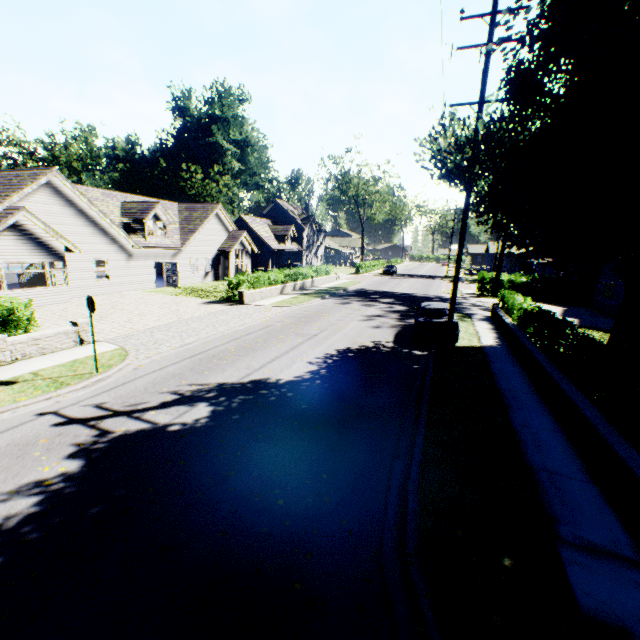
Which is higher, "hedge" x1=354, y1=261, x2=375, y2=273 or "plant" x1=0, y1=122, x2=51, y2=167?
"plant" x1=0, y1=122, x2=51, y2=167

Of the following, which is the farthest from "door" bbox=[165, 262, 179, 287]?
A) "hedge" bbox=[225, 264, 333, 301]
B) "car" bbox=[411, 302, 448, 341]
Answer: "car" bbox=[411, 302, 448, 341]

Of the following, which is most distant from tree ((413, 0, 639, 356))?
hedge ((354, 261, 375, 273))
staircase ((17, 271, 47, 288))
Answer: staircase ((17, 271, 47, 288))

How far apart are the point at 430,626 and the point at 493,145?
11.9m

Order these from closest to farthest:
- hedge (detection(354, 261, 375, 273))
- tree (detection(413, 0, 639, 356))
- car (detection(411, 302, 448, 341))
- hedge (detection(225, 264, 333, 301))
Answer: tree (detection(413, 0, 639, 356)) → car (detection(411, 302, 448, 341)) → hedge (detection(225, 264, 333, 301)) → hedge (detection(354, 261, 375, 273))

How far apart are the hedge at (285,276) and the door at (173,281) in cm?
730

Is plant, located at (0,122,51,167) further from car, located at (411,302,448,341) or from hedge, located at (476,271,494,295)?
car, located at (411,302,448,341)

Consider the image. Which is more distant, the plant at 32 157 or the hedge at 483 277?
the plant at 32 157
